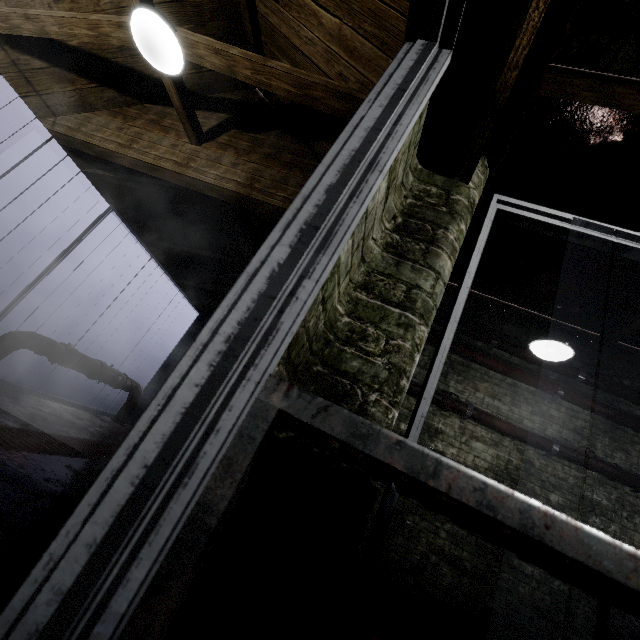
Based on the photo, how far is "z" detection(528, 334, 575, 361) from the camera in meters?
2.7 m

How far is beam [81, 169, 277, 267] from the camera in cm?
288

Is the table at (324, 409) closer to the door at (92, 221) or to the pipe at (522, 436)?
the pipe at (522, 436)

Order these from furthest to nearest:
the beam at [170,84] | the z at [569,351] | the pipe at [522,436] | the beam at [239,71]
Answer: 1. the pipe at [522,436]
2. the z at [569,351]
3. the beam at [170,84]
4. the beam at [239,71]

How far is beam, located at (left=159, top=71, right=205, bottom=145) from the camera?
2.09m

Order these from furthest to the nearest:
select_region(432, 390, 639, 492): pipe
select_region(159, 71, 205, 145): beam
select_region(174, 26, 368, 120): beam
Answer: select_region(432, 390, 639, 492): pipe, select_region(159, 71, 205, 145): beam, select_region(174, 26, 368, 120): beam

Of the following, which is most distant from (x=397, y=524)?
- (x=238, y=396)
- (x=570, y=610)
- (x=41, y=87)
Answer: (x=41, y=87)
